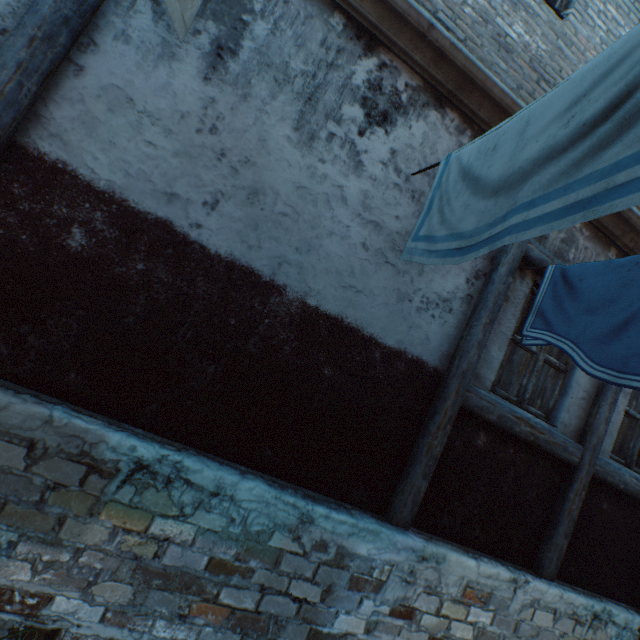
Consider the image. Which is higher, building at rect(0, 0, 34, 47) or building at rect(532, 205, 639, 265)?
building at rect(532, 205, 639, 265)

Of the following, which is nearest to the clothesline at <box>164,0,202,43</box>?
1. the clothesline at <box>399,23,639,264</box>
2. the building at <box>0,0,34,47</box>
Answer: the building at <box>0,0,34,47</box>

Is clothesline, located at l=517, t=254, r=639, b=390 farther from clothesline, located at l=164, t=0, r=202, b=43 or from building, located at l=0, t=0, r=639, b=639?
clothesline, located at l=164, t=0, r=202, b=43

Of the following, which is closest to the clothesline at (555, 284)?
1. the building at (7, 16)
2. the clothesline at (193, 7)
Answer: the building at (7, 16)

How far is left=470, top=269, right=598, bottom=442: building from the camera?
3.3m

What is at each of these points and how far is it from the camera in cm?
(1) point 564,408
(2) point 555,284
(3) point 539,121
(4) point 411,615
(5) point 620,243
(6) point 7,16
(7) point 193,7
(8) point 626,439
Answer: (1) building, 359
(2) clothesline, 267
(3) clothesline, 130
(4) building, 284
(5) building, 374
(6) building, 206
(7) clothesline, 210
(8) building, 405

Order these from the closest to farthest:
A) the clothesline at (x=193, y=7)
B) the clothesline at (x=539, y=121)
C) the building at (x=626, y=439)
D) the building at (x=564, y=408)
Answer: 1. the clothesline at (x=539, y=121)
2. the clothesline at (x=193, y=7)
3. the building at (x=564, y=408)
4. the building at (x=626, y=439)
